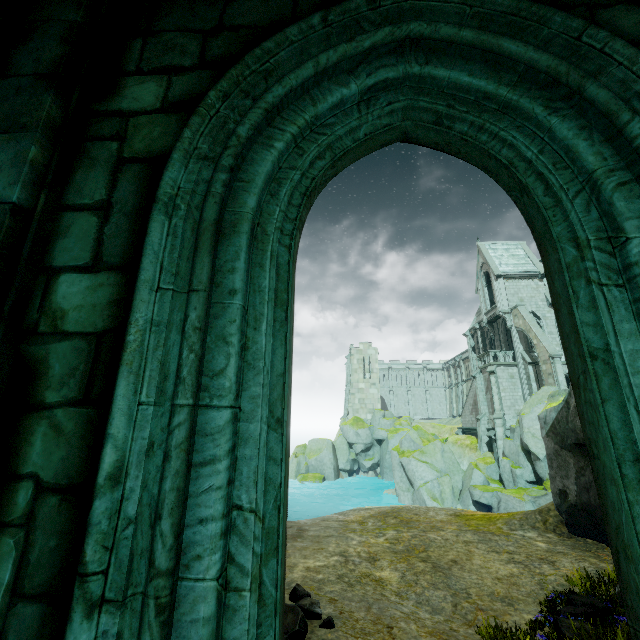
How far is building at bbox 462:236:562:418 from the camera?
31.7 meters

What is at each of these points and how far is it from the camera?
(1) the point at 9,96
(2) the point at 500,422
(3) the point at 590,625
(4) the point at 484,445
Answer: (1) stone column, 1.4 meters
(2) stone column, 30.6 meters
(3) plant, 5.0 meters
(4) stone column, 32.8 meters

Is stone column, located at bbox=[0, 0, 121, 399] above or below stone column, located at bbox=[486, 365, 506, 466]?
above

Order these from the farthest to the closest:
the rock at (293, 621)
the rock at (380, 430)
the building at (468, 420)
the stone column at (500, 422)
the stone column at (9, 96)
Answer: the building at (468, 420), the stone column at (500, 422), the rock at (380, 430), the rock at (293, 621), the stone column at (9, 96)

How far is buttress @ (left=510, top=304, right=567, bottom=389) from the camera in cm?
2712

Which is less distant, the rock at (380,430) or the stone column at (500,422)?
the rock at (380,430)

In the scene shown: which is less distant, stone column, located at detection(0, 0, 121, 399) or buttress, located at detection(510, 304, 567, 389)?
stone column, located at detection(0, 0, 121, 399)

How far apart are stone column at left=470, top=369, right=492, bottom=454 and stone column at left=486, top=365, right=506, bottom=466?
2.05m
